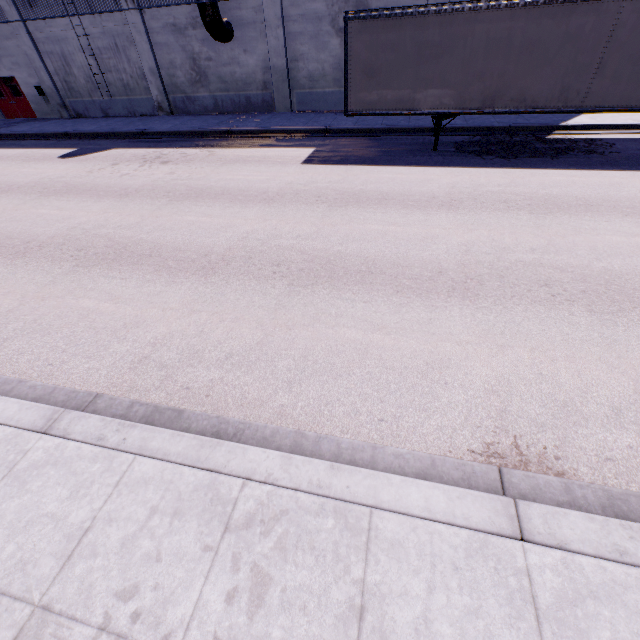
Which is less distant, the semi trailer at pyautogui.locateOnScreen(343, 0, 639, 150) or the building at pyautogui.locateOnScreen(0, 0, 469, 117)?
the semi trailer at pyautogui.locateOnScreen(343, 0, 639, 150)

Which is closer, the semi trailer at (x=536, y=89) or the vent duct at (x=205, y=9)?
the semi trailer at (x=536, y=89)

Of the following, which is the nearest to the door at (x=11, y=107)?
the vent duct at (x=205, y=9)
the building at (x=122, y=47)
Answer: the building at (x=122, y=47)

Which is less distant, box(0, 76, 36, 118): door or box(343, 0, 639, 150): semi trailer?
box(343, 0, 639, 150): semi trailer

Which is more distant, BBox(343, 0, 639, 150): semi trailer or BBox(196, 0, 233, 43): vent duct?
BBox(196, 0, 233, 43): vent duct

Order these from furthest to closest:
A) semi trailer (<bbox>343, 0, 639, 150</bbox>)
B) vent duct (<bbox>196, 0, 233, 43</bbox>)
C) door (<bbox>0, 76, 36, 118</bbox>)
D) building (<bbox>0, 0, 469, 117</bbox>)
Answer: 1. door (<bbox>0, 76, 36, 118</bbox>)
2. building (<bbox>0, 0, 469, 117</bbox>)
3. vent duct (<bbox>196, 0, 233, 43</bbox>)
4. semi trailer (<bbox>343, 0, 639, 150</bbox>)

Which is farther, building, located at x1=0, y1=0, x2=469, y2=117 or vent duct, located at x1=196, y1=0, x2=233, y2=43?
building, located at x1=0, y1=0, x2=469, y2=117

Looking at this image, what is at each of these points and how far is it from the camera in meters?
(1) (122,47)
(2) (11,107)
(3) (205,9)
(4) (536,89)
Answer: (1) building, 18.8
(2) door, 22.9
(3) vent duct, 15.3
(4) semi trailer, 10.2
